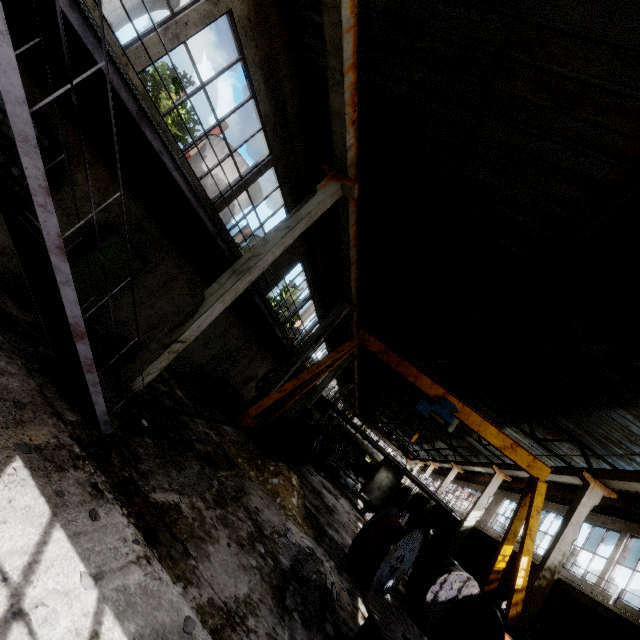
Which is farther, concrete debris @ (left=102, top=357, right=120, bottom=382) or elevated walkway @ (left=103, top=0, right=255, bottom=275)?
concrete debris @ (left=102, top=357, right=120, bottom=382)

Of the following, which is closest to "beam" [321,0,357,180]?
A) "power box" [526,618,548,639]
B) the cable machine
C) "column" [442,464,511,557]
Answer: the cable machine

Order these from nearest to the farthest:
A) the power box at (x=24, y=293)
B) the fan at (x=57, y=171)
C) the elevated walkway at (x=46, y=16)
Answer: the elevated walkway at (x=46, y=16), the fan at (x=57, y=171), the power box at (x=24, y=293)

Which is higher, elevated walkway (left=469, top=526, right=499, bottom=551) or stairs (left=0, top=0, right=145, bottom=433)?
elevated walkway (left=469, top=526, right=499, bottom=551)

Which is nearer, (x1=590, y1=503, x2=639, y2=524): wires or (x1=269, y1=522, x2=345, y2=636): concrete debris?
(x1=269, y1=522, x2=345, y2=636): concrete debris

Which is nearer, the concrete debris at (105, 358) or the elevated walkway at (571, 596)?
the concrete debris at (105, 358)

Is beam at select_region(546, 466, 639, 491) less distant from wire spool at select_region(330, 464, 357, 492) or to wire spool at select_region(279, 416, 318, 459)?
wire spool at select_region(330, 464, 357, 492)

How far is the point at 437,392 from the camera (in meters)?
14.06
